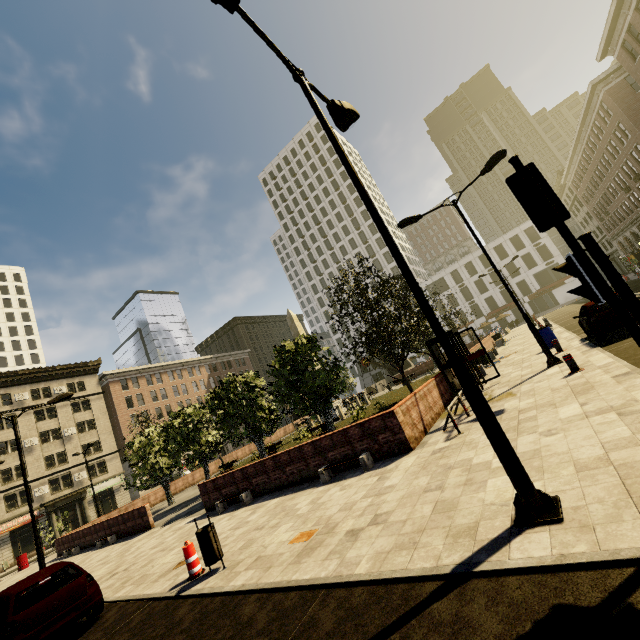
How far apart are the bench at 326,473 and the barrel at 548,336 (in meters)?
12.01

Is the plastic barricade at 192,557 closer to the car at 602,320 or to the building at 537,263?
the car at 602,320

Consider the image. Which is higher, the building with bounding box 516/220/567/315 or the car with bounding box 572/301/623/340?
the building with bounding box 516/220/567/315

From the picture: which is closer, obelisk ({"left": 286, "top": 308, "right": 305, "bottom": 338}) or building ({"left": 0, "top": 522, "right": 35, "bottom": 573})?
obelisk ({"left": 286, "top": 308, "right": 305, "bottom": 338})

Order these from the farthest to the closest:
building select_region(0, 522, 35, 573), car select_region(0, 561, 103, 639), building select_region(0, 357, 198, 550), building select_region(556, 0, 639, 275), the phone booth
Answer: building select_region(0, 357, 198, 550), building select_region(0, 522, 35, 573), building select_region(556, 0, 639, 275), the phone booth, car select_region(0, 561, 103, 639)

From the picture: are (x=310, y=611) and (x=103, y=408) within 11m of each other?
no

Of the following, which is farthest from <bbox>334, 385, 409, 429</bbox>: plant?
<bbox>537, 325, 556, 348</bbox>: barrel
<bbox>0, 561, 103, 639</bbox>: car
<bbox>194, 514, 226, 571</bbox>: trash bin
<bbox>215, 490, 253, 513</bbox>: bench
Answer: <bbox>0, 561, 103, 639</bbox>: car

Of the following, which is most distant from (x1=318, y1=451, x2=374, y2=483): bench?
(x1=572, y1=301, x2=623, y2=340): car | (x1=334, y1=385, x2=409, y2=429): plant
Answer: (x1=334, y1=385, x2=409, y2=429): plant
